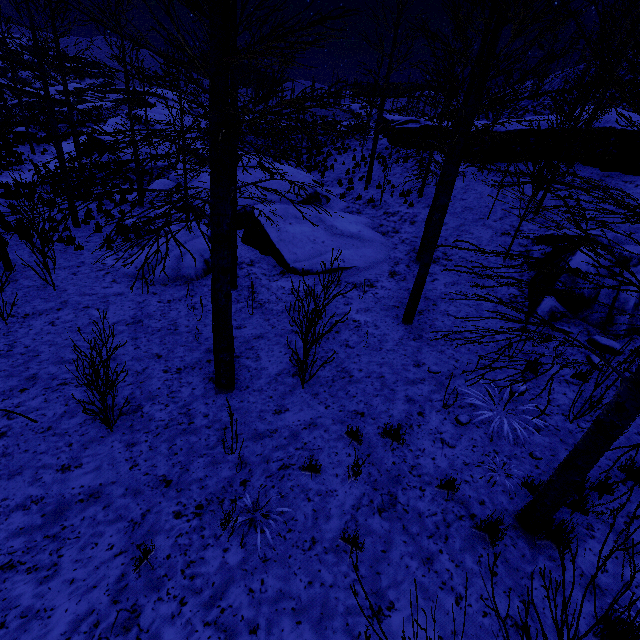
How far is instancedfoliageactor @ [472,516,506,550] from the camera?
3.63m

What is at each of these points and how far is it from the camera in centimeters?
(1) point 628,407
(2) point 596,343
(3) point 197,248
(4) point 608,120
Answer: (1) instancedfoliageactor, 288cm
(2) rock, 672cm
(3) rock, 1026cm
(4) rock, 1373cm

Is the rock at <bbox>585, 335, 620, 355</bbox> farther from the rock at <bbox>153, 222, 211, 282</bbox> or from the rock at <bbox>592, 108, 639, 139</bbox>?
the rock at <bbox>592, 108, 639, 139</bbox>

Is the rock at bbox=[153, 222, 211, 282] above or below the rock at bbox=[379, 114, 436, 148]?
below

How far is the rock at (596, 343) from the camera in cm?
652

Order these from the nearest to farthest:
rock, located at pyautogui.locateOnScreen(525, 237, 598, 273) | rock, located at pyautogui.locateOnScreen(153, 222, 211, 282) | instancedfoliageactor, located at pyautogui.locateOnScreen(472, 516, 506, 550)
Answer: instancedfoliageactor, located at pyautogui.locateOnScreen(472, 516, 506, 550) → rock, located at pyautogui.locateOnScreen(525, 237, 598, 273) → rock, located at pyautogui.locateOnScreen(153, 222, 211, 282)

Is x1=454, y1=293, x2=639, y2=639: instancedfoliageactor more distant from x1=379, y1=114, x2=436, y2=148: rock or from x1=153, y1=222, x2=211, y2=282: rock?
x1=379, y1=114, x2=436, y2=148: rock

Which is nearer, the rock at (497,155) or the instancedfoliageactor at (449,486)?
the instancedfoliageactor at (449,486)
